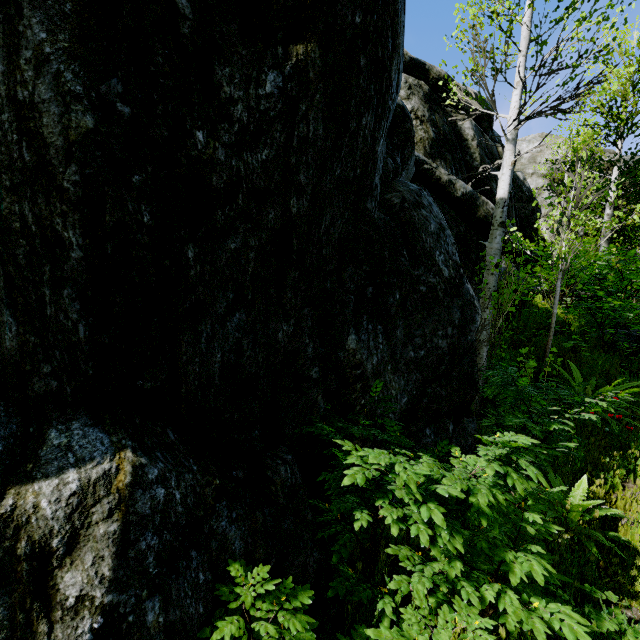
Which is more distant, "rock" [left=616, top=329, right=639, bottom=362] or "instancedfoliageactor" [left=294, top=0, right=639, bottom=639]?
"rock" [left=616, top=329, right=639, bottom=362]

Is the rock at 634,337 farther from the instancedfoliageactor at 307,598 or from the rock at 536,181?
the rock at 536,181

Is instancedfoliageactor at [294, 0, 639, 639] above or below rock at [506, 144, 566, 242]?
below

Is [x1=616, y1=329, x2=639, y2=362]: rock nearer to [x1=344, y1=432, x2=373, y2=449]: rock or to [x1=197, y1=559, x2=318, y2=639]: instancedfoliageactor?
[x1=197, y1=559, x2=318, y2=639]: instancedfoliageactor

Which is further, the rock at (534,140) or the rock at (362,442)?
the rock at (534,140)

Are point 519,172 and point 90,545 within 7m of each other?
no

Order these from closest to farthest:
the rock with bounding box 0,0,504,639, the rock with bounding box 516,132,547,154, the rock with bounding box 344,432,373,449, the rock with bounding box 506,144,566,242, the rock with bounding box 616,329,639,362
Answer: the rock with bounding box 0,0,504,639 → the rock with bounding box 344,432,373,449 → the rock with bounding box 616,329,639,362 → the rock with bounding box 506,144,566,242 → the rock with bounding box 516,132,547,154
